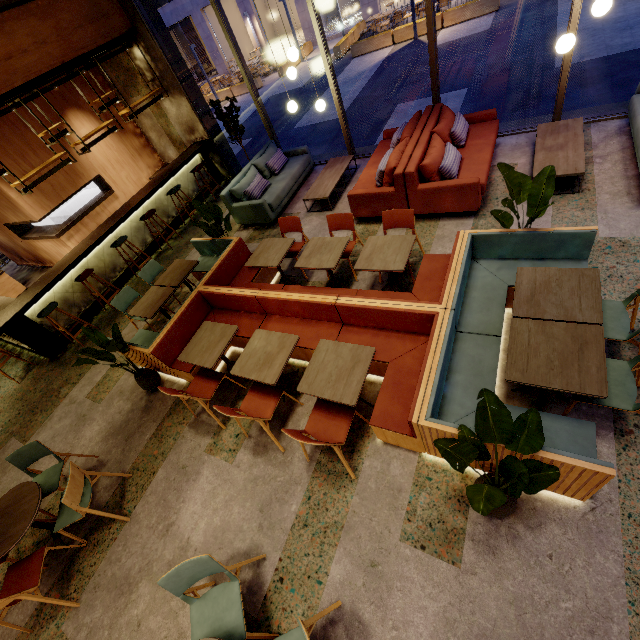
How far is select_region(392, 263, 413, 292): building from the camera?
4.57m

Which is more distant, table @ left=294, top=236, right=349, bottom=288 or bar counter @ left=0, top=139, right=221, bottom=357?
bar counter @ left=0, top=139, right=221, bottom=357

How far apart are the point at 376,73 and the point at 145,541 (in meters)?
15.88

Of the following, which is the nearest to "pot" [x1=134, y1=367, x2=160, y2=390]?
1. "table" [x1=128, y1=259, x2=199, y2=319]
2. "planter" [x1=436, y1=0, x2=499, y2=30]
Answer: "table" [x1=128, y1=259, x2=199, y2=319]

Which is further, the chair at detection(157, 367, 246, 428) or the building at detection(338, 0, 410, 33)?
the building at detection(338, 0, 410, 33)

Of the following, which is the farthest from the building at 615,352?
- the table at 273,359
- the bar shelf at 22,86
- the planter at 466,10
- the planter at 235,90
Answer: the planter at 235,90

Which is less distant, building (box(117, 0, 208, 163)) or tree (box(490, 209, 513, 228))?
tree (box(490, 209, 513, 228))

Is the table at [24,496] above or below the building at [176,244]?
above
